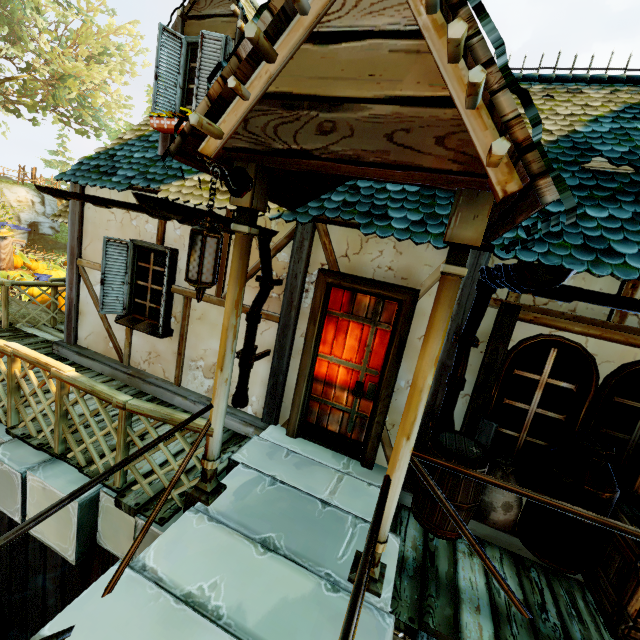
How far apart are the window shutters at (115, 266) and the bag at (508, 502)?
4.30m

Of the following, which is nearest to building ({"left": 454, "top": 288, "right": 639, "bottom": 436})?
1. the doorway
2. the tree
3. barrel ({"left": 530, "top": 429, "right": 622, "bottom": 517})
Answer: the doorway

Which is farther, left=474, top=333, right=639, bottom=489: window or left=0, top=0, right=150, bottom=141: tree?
left=0, top=0, right=150, bottom=141: tree

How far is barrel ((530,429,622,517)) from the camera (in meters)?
2.51

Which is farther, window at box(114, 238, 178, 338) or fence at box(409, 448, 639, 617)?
window at box(114, 238, 178, 338)

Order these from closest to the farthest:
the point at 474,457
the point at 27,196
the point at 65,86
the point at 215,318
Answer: the point at 474,457 → the point at 215,318 → the point at 65,86 → the point at 27,196

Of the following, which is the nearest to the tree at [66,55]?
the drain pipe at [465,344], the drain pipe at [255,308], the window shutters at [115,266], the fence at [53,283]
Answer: the fence at [53,283]

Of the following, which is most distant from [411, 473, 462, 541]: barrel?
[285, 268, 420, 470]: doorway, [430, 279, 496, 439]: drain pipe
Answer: [285, 268, 420, 470]: doorway
